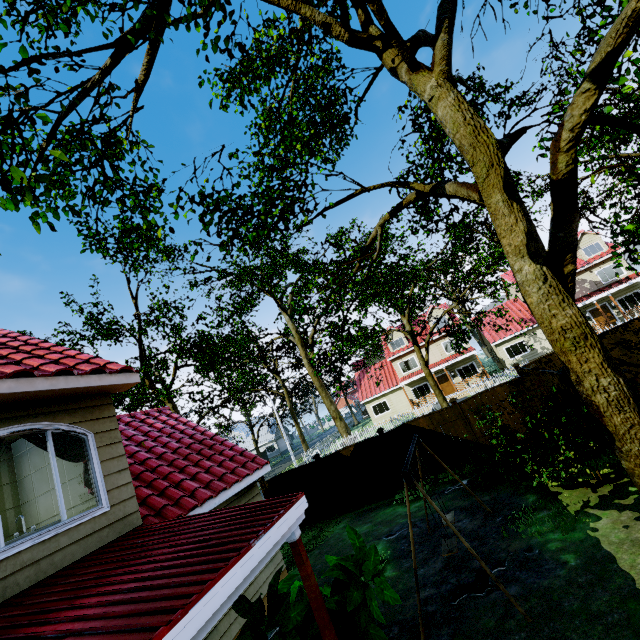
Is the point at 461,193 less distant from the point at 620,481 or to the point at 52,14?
the point at 52,14

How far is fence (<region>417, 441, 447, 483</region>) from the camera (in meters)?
12.11

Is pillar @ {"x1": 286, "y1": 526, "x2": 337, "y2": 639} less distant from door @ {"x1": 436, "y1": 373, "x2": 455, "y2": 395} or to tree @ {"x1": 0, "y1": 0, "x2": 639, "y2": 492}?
tree @ {"x1": 0, "y1": 0, "x2": 639, "y2": 492}

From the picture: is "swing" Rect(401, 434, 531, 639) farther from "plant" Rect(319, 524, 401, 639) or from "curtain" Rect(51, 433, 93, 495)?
"curtain" Rect(51, 433, 93, 495)

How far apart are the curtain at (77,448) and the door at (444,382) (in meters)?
32.45

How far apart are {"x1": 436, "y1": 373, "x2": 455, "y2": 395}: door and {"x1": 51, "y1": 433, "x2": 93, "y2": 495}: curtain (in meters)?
32.45

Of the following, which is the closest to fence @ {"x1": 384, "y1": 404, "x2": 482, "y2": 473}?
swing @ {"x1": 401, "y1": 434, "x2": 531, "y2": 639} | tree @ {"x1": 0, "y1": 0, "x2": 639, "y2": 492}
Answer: tree @ {"x1": 0, "y1": 0, "x2": 639, "y2": 492}

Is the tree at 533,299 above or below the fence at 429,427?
above
